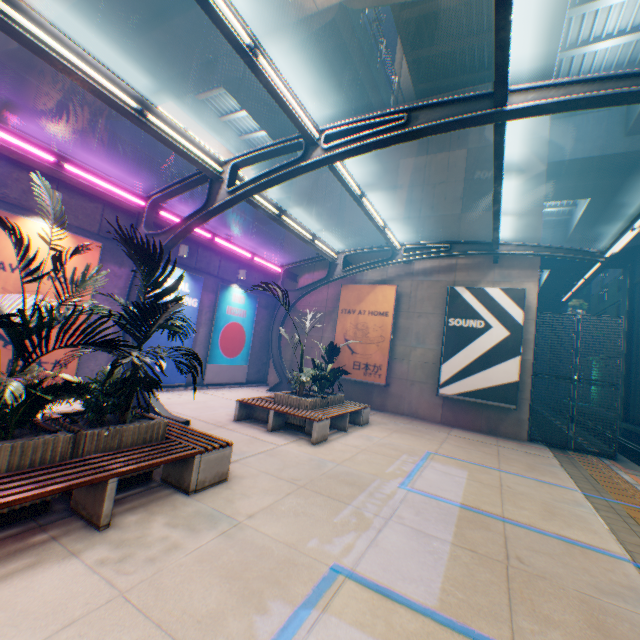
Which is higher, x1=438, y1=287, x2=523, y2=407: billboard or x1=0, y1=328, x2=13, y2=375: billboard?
x1=438, y1=287, x2=523, y2=407: billboard

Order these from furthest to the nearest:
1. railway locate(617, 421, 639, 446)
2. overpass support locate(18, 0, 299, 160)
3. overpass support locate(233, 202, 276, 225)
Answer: overpass support locate(233, 202, 276, 225)
railway locate(617, 421, 639, 446)
overpass support locate(18, 0, 299, 160)

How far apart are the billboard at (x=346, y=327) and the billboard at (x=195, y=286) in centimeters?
607cm

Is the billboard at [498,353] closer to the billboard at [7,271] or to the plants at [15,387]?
the plants at [15,387]

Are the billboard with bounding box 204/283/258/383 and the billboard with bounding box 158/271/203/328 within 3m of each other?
yes

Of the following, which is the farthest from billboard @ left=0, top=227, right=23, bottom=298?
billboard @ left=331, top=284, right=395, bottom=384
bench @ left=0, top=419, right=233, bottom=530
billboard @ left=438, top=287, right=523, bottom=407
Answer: billboard @ left=438, top=287, right=523, bottom=407

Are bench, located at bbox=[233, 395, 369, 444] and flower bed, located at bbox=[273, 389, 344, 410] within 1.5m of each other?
yes

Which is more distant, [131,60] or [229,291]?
[229,291]
